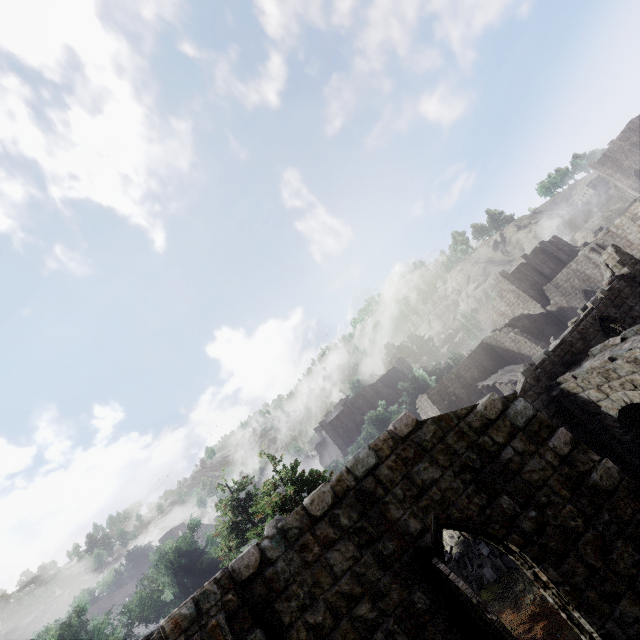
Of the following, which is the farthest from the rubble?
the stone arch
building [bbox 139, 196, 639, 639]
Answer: the stone arch

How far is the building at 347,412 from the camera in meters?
53.5

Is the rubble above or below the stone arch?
below

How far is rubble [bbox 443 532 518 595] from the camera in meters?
14.5 m

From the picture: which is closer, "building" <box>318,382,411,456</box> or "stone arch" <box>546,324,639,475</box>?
"stone arch" <box>546,324,639,475</box>

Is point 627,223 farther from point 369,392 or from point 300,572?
point 369,392

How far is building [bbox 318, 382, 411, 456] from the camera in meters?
53.5

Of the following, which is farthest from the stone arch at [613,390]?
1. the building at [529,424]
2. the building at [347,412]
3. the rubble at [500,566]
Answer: the building at [347,412]
